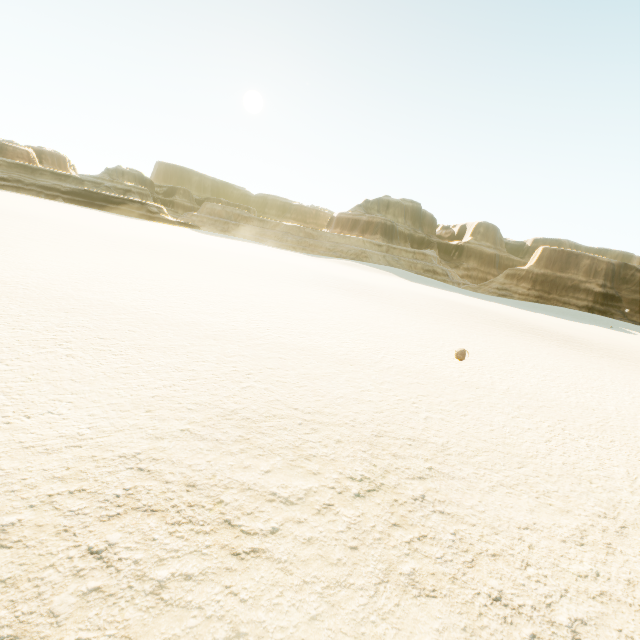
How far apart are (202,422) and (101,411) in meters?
1.4 m
